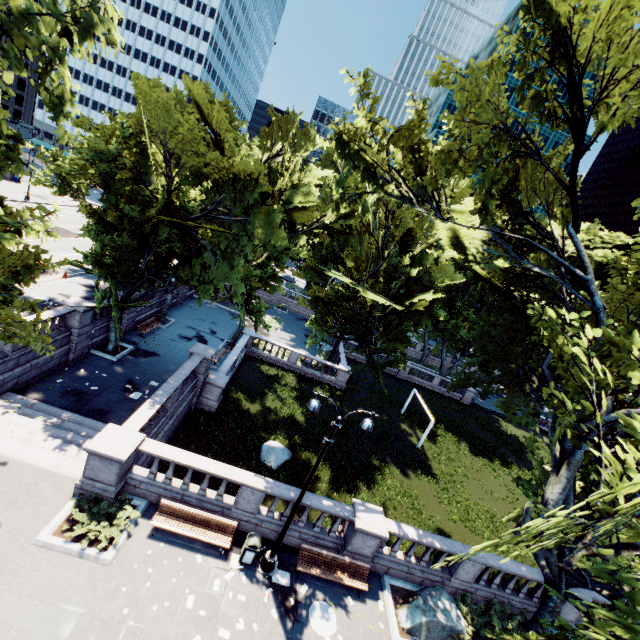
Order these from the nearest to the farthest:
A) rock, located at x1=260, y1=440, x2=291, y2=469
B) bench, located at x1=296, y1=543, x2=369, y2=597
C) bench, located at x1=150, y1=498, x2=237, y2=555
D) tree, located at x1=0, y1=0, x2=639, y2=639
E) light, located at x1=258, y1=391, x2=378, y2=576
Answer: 1. tree, located at x1=0, y1=0, x2=639, y2=639
2. light, located at x1=258, y1=391, x2=378, y2=576
3. bench, located at x1=150, y1=498, x2=237, y2=555
4. bench, located at x1=296, y1=543, x2=369, y2=597
5. rock, located at x1=260, y1=440, x2=291, y2=469

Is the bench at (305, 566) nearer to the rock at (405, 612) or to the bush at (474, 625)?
the rock at (405, 612)

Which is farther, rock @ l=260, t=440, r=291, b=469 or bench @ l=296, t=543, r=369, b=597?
rock @ l=260, t=440, r=291, b=469

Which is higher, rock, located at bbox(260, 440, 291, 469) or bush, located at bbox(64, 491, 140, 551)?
bush, located at bbox(64, 491, 140, 551)

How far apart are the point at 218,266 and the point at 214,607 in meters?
14.7 m

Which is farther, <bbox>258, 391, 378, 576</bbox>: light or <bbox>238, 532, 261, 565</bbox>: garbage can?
<bbox>238, 532, 261, 565</bbox>: garbage can

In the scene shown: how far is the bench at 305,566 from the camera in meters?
12.2

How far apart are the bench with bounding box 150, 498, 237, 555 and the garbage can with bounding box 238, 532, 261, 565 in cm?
53
